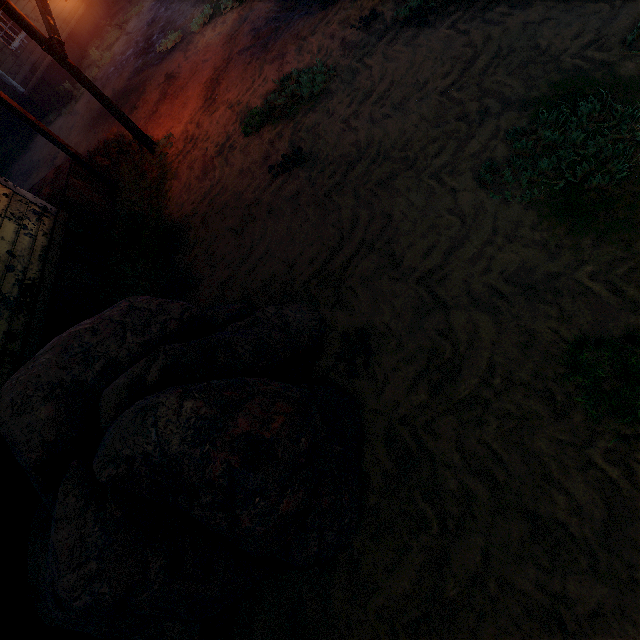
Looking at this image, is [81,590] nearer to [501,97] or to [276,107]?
[501,97]

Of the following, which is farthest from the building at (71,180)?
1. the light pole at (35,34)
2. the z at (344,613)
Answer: the light pole at (35,34)

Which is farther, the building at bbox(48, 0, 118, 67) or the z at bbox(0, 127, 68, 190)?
the building at bbox(48, 0, 118, 67)

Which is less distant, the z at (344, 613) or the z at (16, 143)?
the z at (344, 613)

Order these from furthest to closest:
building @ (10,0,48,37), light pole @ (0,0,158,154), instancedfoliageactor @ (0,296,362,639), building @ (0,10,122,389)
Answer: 1. building @ (10,0,48,37)
2. light pole @ (0,0,158,154)
3. building @ (0,10,122,389)
4. instancedfoliageactor @ (0,296,362,639)

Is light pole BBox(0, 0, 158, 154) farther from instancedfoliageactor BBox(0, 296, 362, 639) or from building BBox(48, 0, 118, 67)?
instancedfoliageactor BBox(0, 296, 362, 639)

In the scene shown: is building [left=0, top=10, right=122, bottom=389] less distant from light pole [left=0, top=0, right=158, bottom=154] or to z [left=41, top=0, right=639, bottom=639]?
z [left=41, top=0, right=639, bottom=639]
